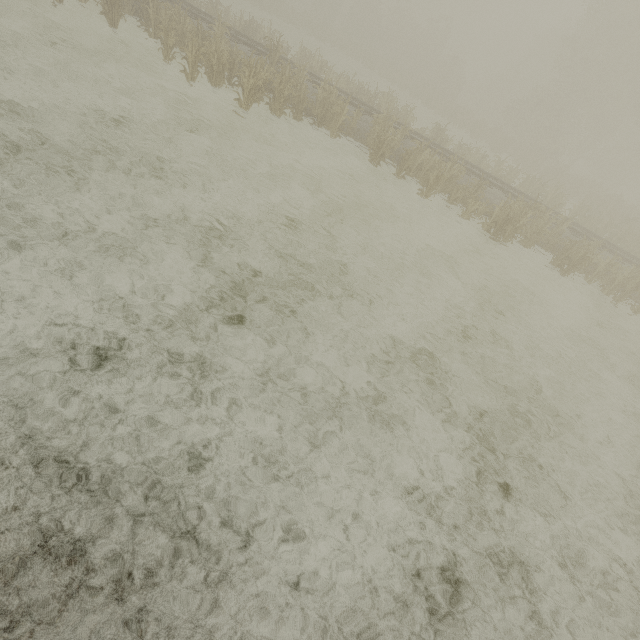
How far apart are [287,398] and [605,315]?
14.2 meters
